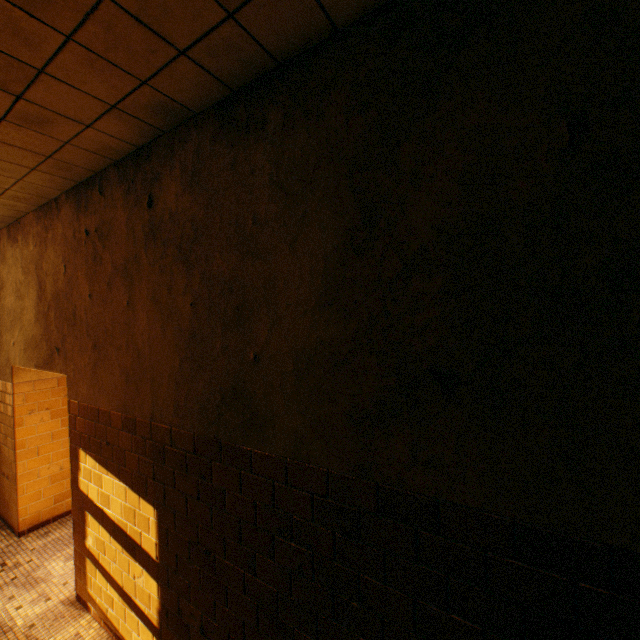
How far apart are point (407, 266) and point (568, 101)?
0.7m
